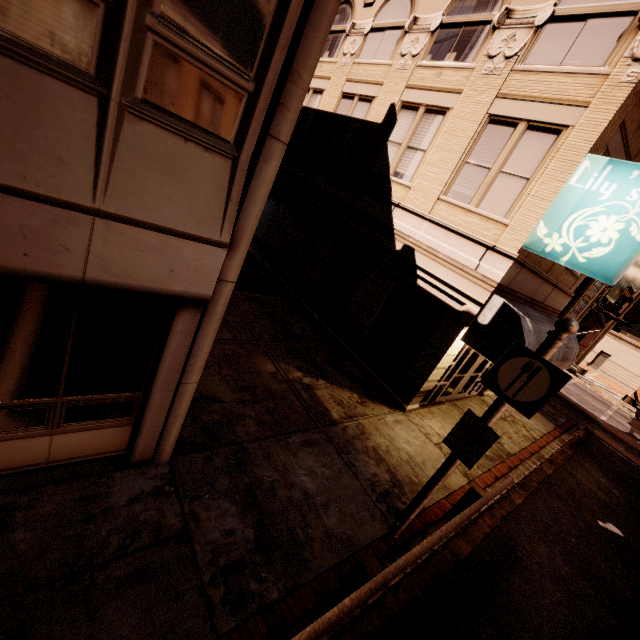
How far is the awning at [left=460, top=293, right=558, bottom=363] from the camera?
8.0 meters

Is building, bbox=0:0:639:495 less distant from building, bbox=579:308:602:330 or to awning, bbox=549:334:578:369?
awning, bbox=549:334:578:369

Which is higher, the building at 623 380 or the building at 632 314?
the building at 632 314

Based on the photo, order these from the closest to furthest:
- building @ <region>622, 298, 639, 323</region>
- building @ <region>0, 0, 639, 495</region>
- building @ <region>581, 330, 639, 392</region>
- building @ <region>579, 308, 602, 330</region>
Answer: building @ <region>0, 0, 639, 495</region>, building @ <region>581, 330, 639, 392</region>, building @ <region>579, 308, 602, 330</region>, building @ <region>622, 298, 639, 323</region>

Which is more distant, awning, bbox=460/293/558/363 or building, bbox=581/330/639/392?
building, bbox=581/330/639/392

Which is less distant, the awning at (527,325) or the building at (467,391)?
the building at (467,391)

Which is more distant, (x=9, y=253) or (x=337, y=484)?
(x=337, y=484)

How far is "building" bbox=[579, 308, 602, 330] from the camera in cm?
3881
